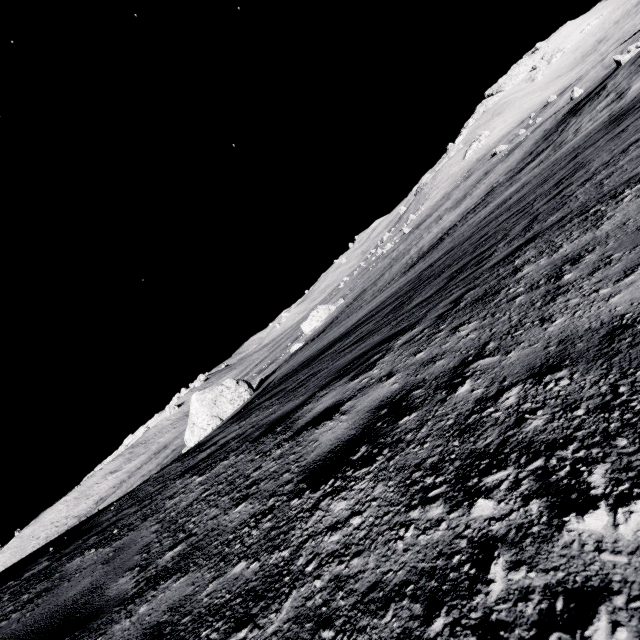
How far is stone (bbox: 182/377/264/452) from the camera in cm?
2138

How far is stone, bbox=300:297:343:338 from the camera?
51.44m

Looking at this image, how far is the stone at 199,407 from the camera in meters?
21.4

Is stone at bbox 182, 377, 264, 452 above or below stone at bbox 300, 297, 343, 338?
above

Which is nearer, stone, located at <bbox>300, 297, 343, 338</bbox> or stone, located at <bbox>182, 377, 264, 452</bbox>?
stone, located at <bbox>182, 377, 264, 452</bbox>

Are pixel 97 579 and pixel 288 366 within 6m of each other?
no

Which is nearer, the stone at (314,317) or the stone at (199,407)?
the stone at (199,407)
